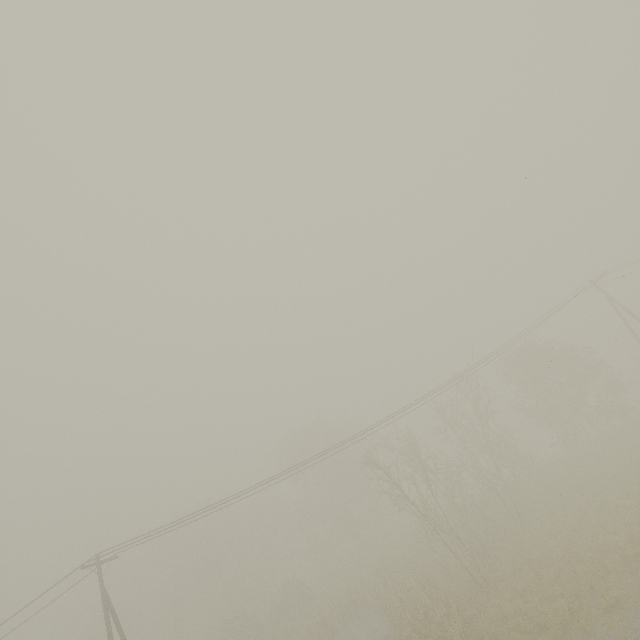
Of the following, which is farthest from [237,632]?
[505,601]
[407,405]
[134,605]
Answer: [407,405]
